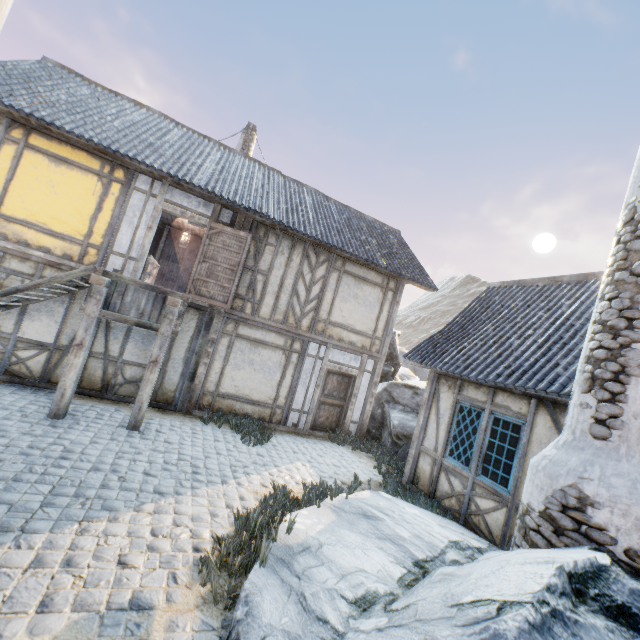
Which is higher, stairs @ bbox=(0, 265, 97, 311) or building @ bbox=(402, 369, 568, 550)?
stairs @ bbox=(0, 265, 97, 311)

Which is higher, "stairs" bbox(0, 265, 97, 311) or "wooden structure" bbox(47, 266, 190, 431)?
"stairs" bbox(0, 265, 97, 311)

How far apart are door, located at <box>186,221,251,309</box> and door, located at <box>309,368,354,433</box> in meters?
3.6

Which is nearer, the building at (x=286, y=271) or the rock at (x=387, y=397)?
the building at (x=286, y=271)

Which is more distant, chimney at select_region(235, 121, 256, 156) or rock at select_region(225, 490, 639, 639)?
chimney at select_region(235, 121, 256, 156)

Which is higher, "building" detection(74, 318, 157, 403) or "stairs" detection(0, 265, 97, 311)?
"stairs" detection(0, 265, 97, 311)

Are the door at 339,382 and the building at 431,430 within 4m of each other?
yes

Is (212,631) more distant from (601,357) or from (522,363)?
(522,363)
